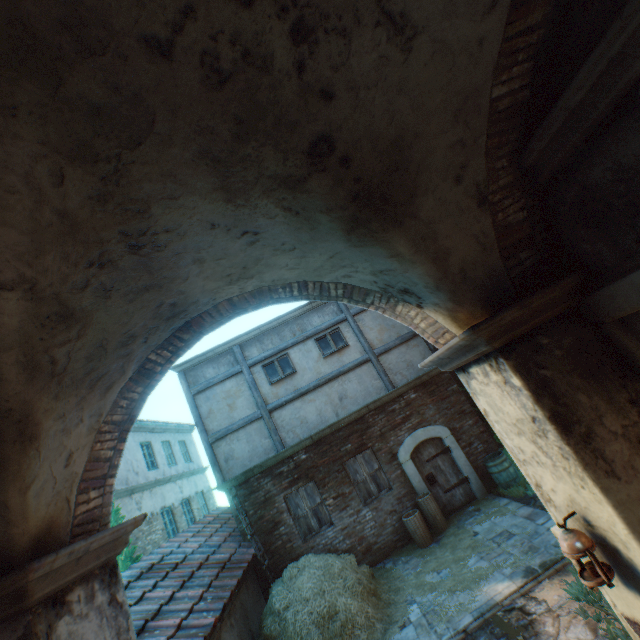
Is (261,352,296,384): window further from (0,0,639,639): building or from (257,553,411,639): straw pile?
(257,553,411,639): straw pile

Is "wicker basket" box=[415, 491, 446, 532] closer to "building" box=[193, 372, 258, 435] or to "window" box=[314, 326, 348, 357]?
"building" box=[193, 372, 258, 435]

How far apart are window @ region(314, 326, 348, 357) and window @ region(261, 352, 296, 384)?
1.0 meters

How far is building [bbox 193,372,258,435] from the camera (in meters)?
10.25

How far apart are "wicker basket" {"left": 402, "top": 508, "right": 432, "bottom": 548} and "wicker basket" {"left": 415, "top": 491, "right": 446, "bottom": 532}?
0.13m

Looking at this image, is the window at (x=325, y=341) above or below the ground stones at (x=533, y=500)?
above

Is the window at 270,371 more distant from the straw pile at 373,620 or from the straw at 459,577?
the straw at 459,577

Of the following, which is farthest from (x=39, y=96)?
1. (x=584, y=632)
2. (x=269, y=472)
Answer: (x=269, y=472)
